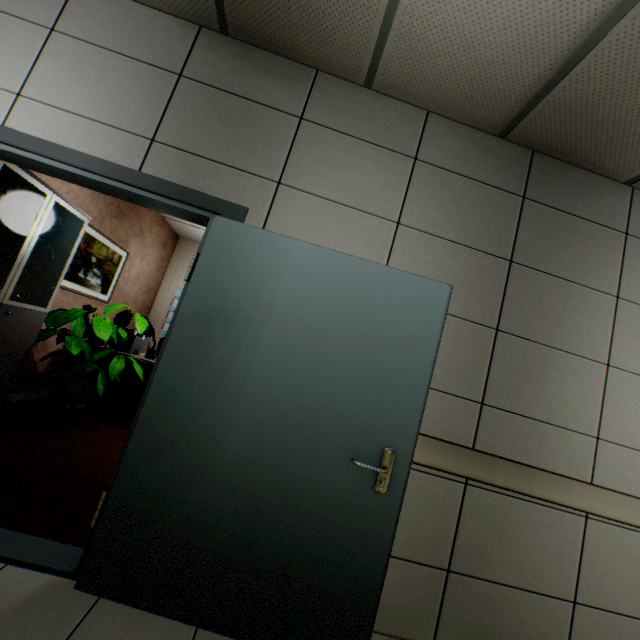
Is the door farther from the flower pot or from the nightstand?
the nightstand

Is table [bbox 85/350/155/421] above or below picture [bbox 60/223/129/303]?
below

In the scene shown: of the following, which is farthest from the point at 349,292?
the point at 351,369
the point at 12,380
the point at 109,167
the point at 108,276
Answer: the point at 108,276

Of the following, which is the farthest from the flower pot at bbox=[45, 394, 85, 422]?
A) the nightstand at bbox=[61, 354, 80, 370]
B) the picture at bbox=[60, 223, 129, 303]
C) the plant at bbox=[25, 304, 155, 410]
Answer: the picture at bbox=[60, 223, 129, 303]

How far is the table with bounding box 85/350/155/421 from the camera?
4.2m

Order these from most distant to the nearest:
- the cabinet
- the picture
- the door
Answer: the picture < the cabinet < the door

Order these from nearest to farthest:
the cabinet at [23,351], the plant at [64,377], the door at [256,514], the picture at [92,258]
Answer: the door at [256,514]
the cabinet at [23,351]
the plant at [64,377]
the picture at [92,258]

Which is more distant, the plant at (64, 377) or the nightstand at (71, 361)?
the nightstand at (71, 361)
